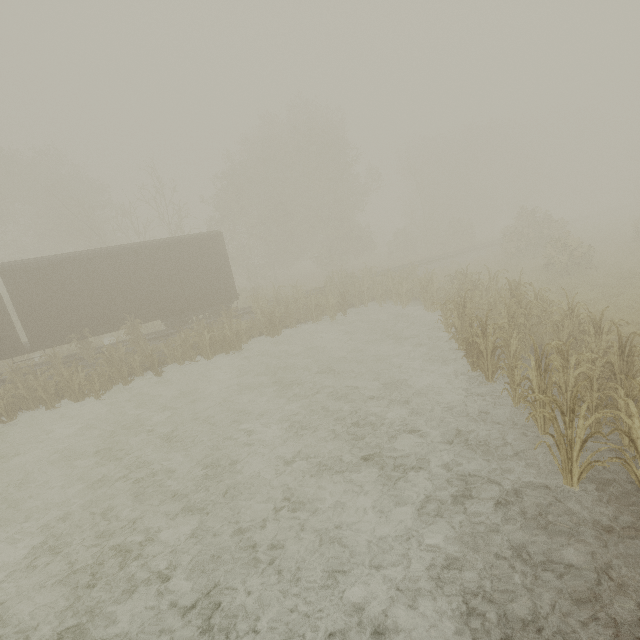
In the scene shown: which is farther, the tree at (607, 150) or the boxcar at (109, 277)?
the boxcar at (109, 277)

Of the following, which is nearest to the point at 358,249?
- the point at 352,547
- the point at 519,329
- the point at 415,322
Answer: the point at 415,322

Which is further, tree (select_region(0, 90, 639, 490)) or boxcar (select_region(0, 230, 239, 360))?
boxcar (select_region(0, 230, 239, 360))
